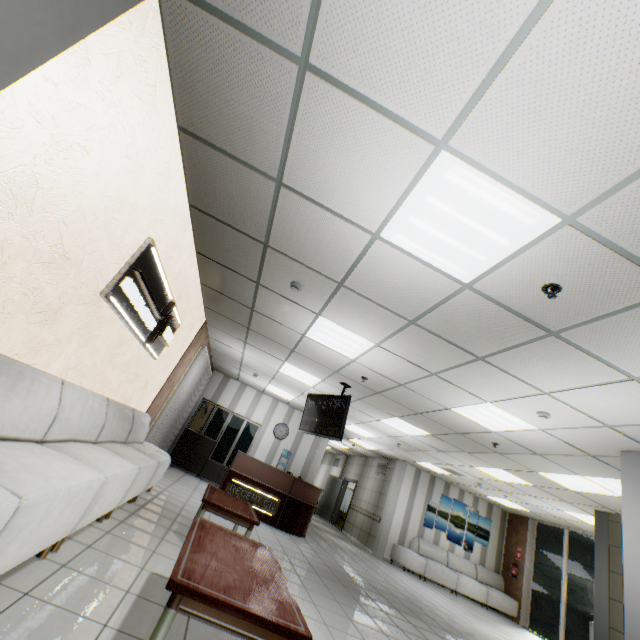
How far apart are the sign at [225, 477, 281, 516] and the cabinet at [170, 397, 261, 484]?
2.8m

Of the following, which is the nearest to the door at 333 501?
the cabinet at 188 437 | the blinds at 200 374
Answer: the cabinet at 188 437

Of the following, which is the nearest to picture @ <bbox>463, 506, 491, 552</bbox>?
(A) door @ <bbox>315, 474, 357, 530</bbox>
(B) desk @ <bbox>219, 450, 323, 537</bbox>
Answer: (A) door @ <bbox>315, 474, 357, 530</bbox>

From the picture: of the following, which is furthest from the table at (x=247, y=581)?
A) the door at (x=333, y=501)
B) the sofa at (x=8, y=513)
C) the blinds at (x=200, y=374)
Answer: the door at (x=333, y=501)

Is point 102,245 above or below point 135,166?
below

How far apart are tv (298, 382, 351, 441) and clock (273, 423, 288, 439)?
4.8 meters

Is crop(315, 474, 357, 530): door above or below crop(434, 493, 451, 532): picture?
below

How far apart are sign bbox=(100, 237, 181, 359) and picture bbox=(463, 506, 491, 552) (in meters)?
11.54
